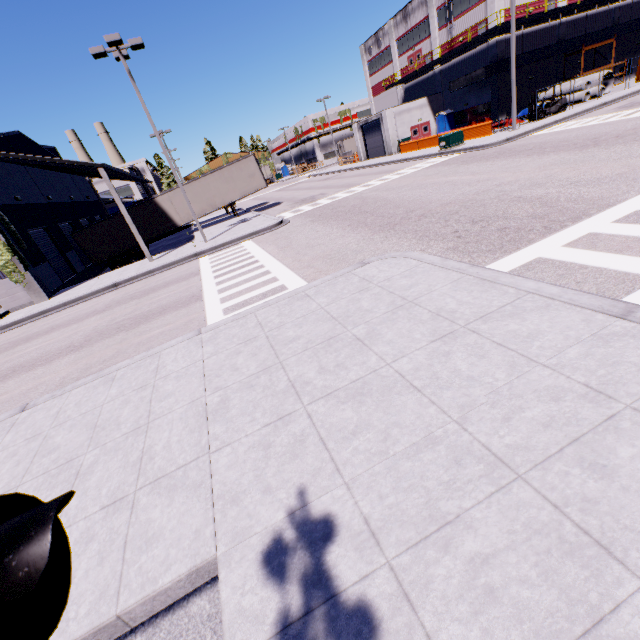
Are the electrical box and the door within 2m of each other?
no

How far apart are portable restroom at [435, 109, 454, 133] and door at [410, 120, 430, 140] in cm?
77

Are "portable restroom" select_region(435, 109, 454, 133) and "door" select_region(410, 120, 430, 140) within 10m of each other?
yes

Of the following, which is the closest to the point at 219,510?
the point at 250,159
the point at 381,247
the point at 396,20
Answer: the point at 381,247

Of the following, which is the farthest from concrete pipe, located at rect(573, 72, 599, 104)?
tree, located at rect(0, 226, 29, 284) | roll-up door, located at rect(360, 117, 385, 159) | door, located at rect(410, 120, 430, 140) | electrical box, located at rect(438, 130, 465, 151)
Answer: tree, located at rect(0, 226, 29, 284)

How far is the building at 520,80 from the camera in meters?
33.1

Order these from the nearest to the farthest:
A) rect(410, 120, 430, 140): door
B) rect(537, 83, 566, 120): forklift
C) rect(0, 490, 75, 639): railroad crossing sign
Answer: rect(0, 490, 75, 639): railroad crossing sign, rect(537, 83, 566, 120): forklift, rect(410, 120, 430, 140): door

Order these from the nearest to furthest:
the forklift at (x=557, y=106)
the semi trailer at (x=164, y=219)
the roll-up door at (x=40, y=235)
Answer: the roll-up door at (x=40, y=235), the semi trailer at (x=164, y=219), the forklift at (x=557, y=106)
